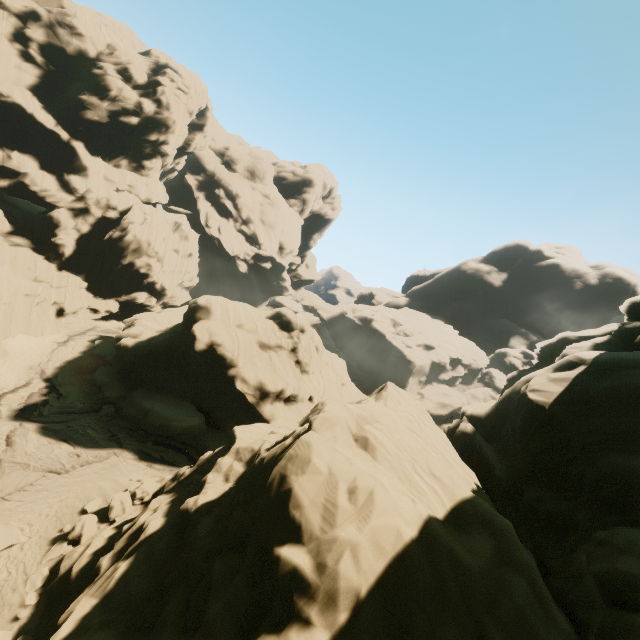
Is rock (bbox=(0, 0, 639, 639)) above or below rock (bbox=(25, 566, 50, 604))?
above

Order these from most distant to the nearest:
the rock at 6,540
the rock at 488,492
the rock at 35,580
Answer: the rock at 6,540, the rock at 35,580, the rock at 488,492

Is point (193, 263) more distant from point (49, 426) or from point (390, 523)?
point (390, 523)

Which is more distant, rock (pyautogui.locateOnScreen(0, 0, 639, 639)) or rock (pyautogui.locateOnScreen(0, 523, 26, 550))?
rock (pyautogui.locateOnScreen(0, 523, 26, 550))

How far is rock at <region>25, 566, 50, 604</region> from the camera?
12.4m

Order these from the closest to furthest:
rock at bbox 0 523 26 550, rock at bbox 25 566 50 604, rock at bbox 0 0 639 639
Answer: rock at bbox 0 0 639 639, rock at bbox 25 566 50 604, rock at bbox 0 523 26 550

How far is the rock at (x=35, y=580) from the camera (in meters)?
12.44
